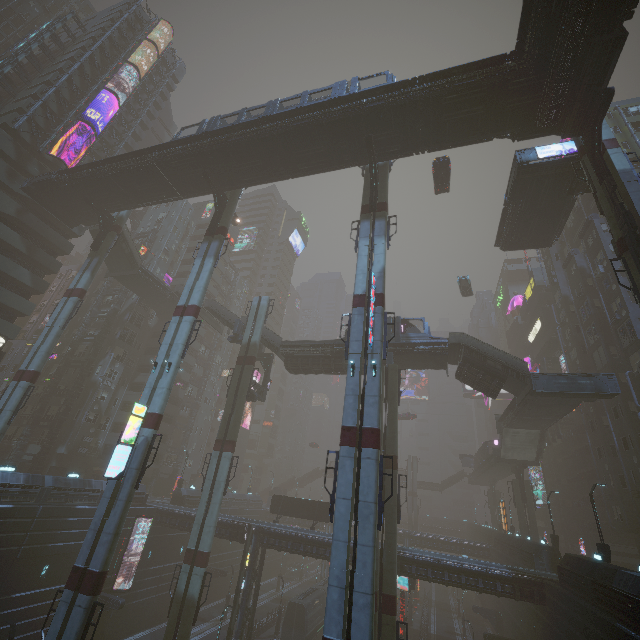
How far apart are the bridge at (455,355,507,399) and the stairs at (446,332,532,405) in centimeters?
1cm

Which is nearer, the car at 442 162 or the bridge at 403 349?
the bridge at 403 349

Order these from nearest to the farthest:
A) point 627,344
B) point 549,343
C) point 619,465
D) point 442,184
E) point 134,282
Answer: point 627,344 < point 619,465 < point 442,184 < point 134,282 < point 549,343

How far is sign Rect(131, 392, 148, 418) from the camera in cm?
2164

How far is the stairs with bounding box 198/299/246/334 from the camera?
41.1 meters

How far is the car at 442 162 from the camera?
32.3m

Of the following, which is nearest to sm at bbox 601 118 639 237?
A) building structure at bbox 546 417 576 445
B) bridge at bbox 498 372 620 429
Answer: building structure at bbox 546 417 576 445

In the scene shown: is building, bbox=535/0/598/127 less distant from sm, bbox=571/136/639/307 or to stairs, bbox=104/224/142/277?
sm, bbox=571/136/639/307
